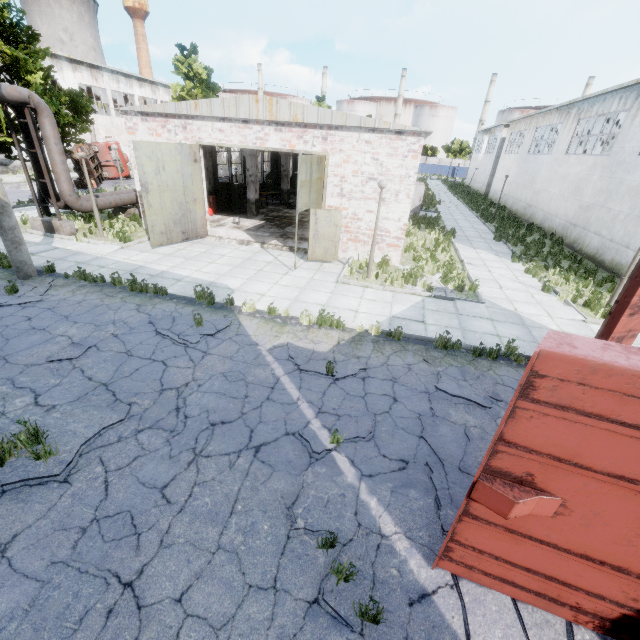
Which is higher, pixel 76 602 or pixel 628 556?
pixel 628 556

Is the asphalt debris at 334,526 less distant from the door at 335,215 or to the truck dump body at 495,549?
the truck dump body at 495,549

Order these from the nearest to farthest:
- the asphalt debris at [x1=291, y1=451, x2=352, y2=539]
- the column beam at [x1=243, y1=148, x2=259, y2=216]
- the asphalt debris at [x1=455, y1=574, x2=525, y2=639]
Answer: the asphalt debris at [x1=455, y1=574, x2=525, y2=639] → the asphalt debris at [x1=291, y1=451, x2=352, y2=539] → the column beam at [x1=243, y1=148, x2=259, y2=216]

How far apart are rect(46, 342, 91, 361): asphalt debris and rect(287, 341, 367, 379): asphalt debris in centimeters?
434cm

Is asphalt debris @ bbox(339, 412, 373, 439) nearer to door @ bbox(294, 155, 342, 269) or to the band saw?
door @ bbox(294, 155, 342, 269)

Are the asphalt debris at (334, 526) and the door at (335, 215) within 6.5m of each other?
no

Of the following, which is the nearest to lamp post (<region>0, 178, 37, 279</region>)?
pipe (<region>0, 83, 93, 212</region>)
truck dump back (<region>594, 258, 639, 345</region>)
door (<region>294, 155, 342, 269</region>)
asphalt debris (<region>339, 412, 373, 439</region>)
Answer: pipe (<region>0, 83, 93, 212</region>)

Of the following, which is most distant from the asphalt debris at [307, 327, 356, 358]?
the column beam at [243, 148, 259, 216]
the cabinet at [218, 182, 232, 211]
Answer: the cabinet at [218, 182, 232, 211]
